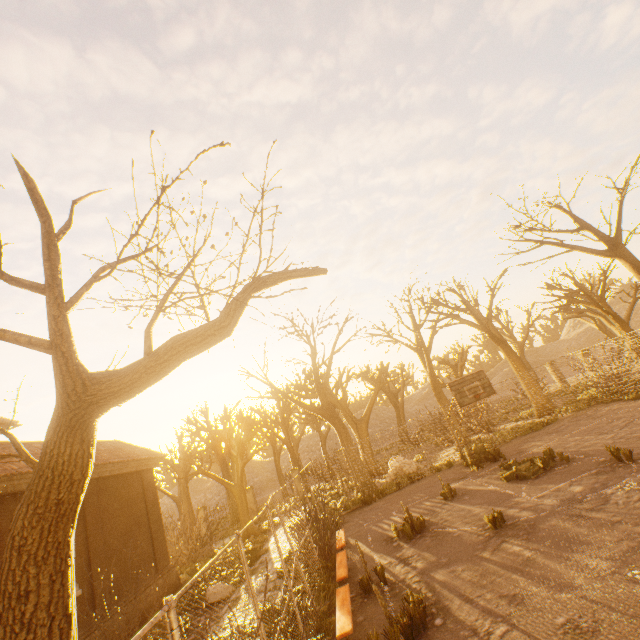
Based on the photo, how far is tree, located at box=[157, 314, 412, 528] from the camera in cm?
2000

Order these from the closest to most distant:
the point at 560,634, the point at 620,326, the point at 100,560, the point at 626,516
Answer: the point at 560,634
the point at 626,516
the point at 100,560
the point at 620,326

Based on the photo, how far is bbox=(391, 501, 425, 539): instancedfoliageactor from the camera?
10.12m

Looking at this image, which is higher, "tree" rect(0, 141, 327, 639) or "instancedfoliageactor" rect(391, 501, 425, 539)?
"tree" rect(0, 141, 327, 639)

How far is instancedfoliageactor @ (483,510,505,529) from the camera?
8.5 meters

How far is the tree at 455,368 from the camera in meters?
25.1 m

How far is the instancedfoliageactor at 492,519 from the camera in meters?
8.5 m
